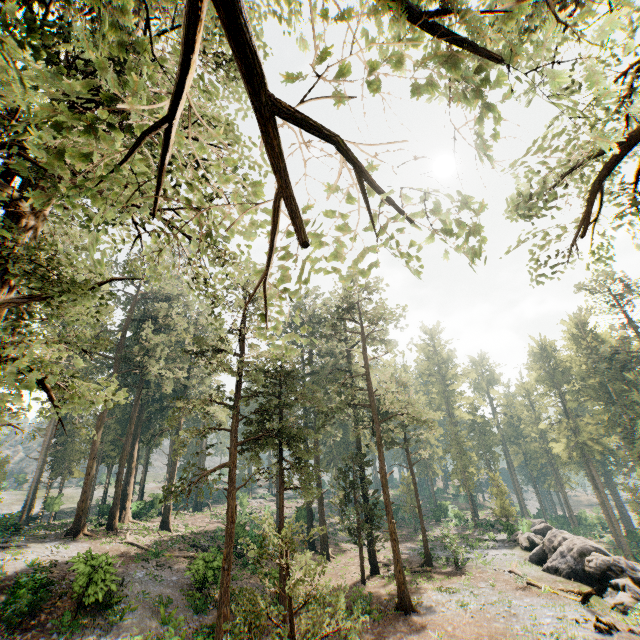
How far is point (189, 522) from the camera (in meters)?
39.53

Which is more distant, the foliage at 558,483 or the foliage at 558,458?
the foliage at 558,483

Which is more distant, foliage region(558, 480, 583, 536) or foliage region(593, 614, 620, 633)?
foliage region(558, 480, 583, 536)

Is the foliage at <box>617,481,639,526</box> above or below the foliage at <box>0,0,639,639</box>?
below

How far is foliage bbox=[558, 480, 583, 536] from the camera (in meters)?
56.19

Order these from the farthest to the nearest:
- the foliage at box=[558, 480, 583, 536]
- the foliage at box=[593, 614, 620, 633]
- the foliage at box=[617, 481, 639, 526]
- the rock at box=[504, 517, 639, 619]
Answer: the foliage at box=[558, 480, 583, 536] → the foliage at box=[617, 481, 639, 526] → the rock at box=[504, 517, 639, 619] → the foliage at box=[593, 614, 620, 633]

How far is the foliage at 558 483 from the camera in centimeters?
5619cm
